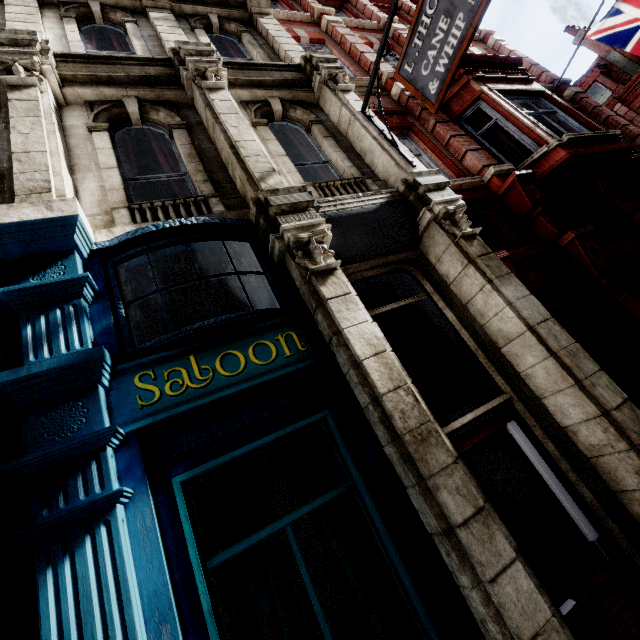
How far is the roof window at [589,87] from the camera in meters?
20.4

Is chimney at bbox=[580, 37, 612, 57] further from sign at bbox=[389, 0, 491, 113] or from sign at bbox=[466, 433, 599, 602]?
sign at bbox=[466, 433, 599, 602]

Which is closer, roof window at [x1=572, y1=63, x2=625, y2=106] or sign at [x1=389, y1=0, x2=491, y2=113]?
sign at [x1=389, y1=0, x2=491, y2=113]

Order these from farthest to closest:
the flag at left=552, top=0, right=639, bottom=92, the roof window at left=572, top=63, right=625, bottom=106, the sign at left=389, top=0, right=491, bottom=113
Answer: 1. the roof window at left=572, top=63, right=625, bottom=106
2. the flag at left=552, top=0, right=639, bottom=92
3. the sign at left=389, top=0, right=491, bottom=113

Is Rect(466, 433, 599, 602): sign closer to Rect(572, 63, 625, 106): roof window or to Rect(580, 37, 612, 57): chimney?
Rect(572, 63, 625, 106): roof window

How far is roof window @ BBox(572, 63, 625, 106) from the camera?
20.36m

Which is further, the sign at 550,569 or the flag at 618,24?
the flag at 618,24

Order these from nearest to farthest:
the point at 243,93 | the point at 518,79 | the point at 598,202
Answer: the point at 243,93, the point at 598,202, the point at 518,79
